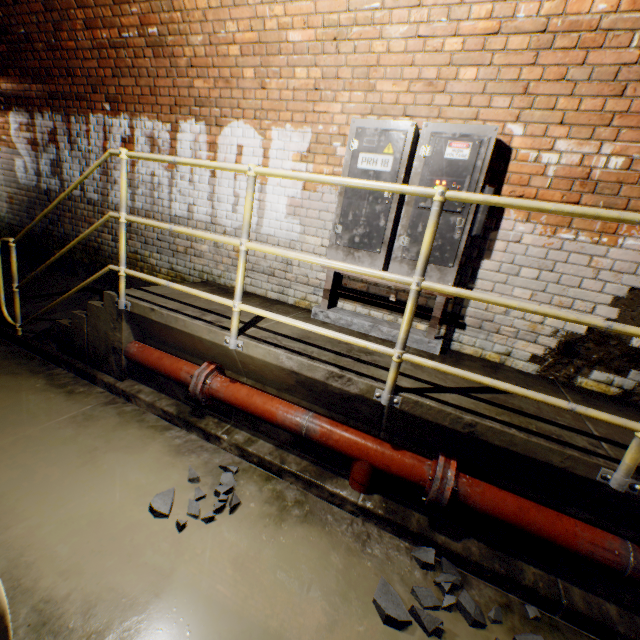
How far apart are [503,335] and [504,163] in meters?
1.5 m

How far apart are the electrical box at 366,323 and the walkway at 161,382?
1.21m

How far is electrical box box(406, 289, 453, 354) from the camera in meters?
2.9 m

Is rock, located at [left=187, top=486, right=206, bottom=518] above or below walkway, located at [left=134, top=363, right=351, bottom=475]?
below

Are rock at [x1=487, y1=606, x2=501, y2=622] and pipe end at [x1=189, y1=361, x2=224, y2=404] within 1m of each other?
no

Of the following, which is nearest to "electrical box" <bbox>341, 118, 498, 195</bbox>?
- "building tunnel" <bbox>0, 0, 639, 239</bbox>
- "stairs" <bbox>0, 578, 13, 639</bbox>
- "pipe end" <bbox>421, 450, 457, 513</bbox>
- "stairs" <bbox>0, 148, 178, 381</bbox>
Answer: "building tunnel" <bbox>0, 0, 639, 239</bbox>

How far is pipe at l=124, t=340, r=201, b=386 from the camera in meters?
2.9 m

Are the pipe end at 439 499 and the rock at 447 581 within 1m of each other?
yes
